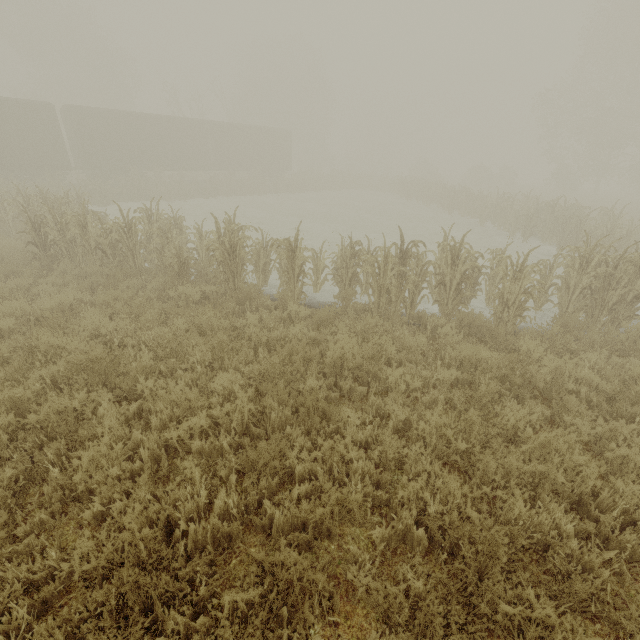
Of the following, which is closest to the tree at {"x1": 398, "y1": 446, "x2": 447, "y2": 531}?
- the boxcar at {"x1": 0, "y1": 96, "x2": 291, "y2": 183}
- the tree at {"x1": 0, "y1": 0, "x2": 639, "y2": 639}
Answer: the tree at {"x1": 0, "y1": 0, "x2": 639, "y2": 639}

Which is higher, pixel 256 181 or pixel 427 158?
pixel 427 158

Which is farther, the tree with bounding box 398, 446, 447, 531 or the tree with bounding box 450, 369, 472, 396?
the tree with bounding box 450, 369, 472, 396

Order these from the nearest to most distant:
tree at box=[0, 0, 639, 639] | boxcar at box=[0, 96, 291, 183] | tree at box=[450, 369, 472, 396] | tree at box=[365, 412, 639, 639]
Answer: tree at box=[365, 412, 639, 639], tree at box=[0, 0, 639, 639], tree at box=[450, 369, 472, 396], boxcar at box=[0, 96, 291, 183]

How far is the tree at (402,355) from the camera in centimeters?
491cm

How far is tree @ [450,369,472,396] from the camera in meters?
4.5
